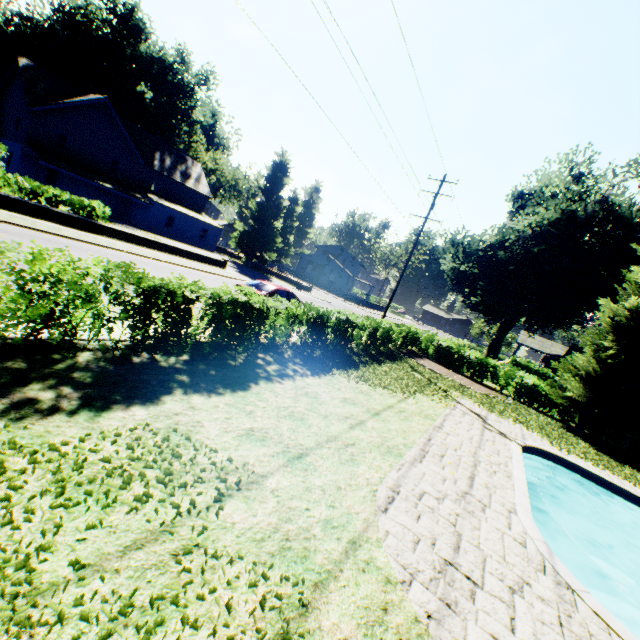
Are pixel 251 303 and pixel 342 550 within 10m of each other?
yes

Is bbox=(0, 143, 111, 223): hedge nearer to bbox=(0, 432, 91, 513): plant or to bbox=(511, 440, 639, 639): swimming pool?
bbox=(0, 432, 91, 513): plant

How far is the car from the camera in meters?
14.8

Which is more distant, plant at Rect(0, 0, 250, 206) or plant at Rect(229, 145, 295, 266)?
plant at Rect(229, 145, 295, 266)

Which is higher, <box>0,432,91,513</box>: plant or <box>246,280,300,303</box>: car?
<box>246,280,300,303</box>: car

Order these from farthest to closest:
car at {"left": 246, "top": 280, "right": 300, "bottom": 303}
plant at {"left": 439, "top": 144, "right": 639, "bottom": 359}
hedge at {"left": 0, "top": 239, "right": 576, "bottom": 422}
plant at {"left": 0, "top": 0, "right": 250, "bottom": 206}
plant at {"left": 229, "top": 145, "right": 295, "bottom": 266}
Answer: plant at {"left": 229, "top": 145, "right": 295, "bottom": 266} → plant at {"left": 0, "top": 0, "right": 250, "bottom": 206} → plant at {"left": 439, "top": 144, "right": 639, "bottom": 359} → car at {"left": 246, "top": 280, "right": 300, "bottom": 303} → hedge at {"left": 0, "top": 239, "right": 576, "bottom": 422}

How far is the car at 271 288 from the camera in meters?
14.8 m

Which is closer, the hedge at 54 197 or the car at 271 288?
the car at 271 288
